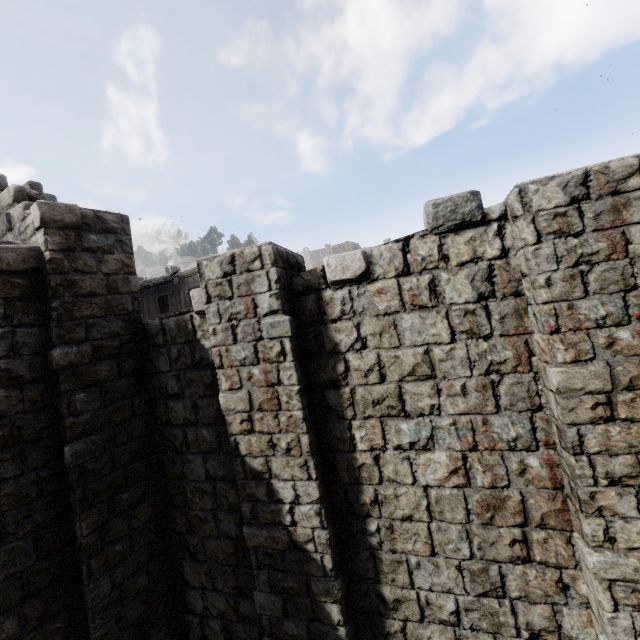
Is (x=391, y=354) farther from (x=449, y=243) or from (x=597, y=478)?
(x=597, y=478)
